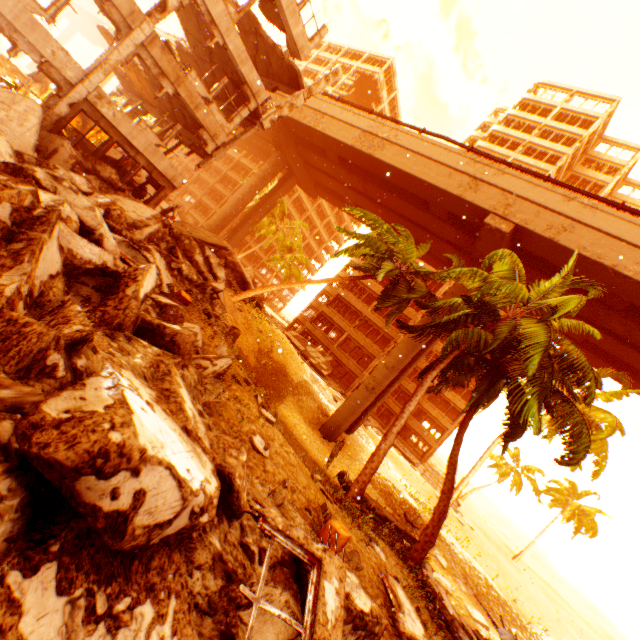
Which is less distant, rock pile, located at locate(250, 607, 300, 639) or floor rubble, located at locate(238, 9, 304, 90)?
rock pile, located at locate(250, 607, 300, 639)

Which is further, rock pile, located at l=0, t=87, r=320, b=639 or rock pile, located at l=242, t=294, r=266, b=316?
rock pile, located at l=242, t=294, r=266, b=316

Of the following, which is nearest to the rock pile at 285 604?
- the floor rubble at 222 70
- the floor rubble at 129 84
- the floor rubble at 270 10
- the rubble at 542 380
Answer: the rubble at 542 380

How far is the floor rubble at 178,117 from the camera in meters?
16.5

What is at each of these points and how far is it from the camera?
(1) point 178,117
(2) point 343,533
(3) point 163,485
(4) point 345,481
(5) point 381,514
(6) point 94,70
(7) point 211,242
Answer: (1) floor rubble, 18.1 meters
(2) cardboard box, 5.8 meters
(3) rock pile, 2.6 meters
(4) metal barrel, 14.7 meters
(5) floor rubble, 13.8 meters
(6) pillar, 11.8 meters
(7) floor rubble, 19.2 meters

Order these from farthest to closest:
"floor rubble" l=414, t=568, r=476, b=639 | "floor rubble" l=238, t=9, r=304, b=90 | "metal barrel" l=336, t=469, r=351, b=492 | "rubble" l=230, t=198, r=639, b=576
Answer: "floor rubble" l=238, t=9, r=304, b=90
"metal barrel" l=336, t=469, r=351, b=492
"rubble" l=230, t=198, r=639, b=576
"floor rubble" l=414, t=568, r=476, b=639

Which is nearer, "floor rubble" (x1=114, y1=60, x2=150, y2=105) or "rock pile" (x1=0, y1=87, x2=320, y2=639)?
"rock pile" (x1=0, y1=87, x2=320, y2=639)

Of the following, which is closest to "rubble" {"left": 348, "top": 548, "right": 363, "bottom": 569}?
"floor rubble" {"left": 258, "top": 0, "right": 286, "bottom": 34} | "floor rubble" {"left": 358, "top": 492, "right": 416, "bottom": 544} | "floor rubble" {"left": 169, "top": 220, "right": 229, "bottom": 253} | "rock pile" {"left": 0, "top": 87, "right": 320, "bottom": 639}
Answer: "rock pile" {"left": 0, "top": 87, "right": 320, "bottom": 639}
